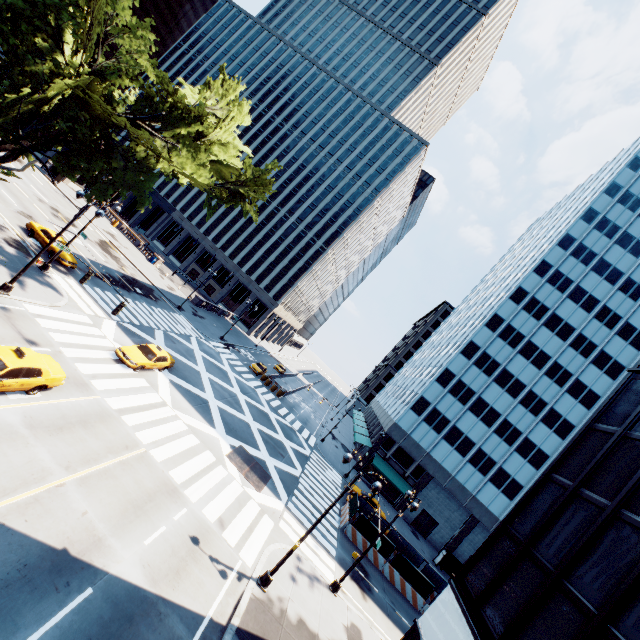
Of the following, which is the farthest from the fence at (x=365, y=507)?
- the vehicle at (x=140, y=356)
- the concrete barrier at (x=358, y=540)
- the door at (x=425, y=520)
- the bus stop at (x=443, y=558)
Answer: the vehicle at (x=140, y=356)

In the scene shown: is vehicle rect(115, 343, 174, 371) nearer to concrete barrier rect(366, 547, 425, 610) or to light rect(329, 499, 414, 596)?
light rect(329, 499, 414, 596)

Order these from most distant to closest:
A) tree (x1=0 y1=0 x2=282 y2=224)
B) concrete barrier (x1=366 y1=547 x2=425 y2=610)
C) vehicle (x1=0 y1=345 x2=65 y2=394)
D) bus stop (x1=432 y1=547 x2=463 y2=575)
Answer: bus stop (x1=432 y1=547 x2=463 y2=575) < concrete barrier (x1=366 y1=547 x2=425 y2=610) < tree (x1=0 y1=0 x2=282 y2=224) < vehicle (x1=0 y1=345 x2=65 y2=394)

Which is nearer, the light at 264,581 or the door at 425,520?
the light at 264,581

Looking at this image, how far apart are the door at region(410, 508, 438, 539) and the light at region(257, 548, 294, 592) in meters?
36.2

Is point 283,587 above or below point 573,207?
below

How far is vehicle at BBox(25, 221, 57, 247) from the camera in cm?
2703

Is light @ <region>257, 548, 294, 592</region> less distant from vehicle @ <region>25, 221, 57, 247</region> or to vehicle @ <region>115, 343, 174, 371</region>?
vehicle @ <region>115, 343, 174, 371</region>
